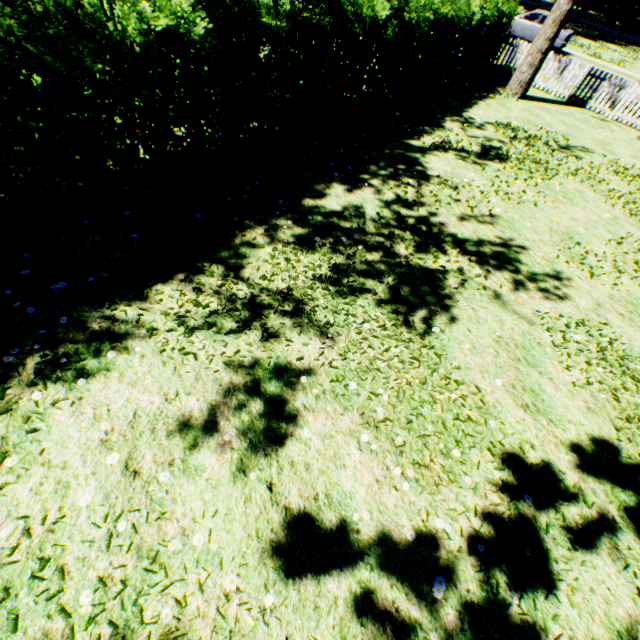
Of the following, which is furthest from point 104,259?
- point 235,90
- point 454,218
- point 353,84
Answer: point 353,84

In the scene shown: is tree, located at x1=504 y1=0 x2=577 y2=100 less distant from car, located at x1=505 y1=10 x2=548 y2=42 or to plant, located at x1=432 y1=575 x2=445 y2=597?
car, located at x1=505 y1=10 x2=548 y2=42

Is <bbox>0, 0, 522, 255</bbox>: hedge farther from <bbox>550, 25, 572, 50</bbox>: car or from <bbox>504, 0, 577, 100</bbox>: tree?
<bbox>550, 25, 572, 50</bbox>: car

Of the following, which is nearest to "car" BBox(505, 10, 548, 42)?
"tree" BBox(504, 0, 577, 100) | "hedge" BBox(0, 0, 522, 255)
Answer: "tree" BBox(504, 0, 577, 100)

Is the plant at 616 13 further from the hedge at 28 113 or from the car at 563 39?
the car at 563 39

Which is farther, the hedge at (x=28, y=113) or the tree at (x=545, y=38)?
the tree at (x=545, y=38)

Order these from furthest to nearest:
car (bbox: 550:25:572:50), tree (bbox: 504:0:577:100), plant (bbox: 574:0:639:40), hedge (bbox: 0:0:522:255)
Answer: plant (bbox: 574:0:639:40), car (bbox: 550:25:572:50), tree (bbox: 504:0:577:100), hedge (bbox: 0:0:522:255)
